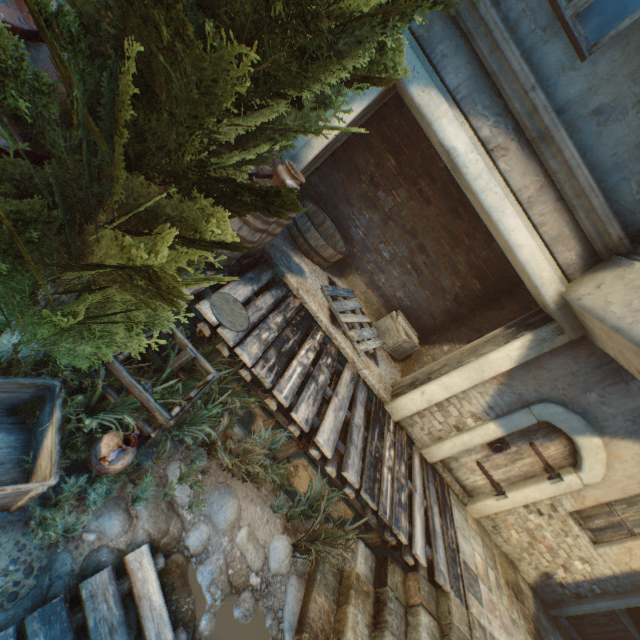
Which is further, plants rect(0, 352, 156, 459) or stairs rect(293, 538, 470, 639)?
stairs rect(293, 538, 470, 639)

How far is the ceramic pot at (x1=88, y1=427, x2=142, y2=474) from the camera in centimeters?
263cm

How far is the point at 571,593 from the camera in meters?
6.4

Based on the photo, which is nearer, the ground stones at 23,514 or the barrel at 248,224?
the ground stones at 23,514

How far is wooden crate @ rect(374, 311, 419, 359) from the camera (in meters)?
6.85

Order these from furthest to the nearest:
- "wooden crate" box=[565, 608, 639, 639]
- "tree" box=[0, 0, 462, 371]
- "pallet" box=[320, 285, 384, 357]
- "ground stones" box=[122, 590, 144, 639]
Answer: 1. "wooden crate" box=[565, 608, 639, 639]
2. "pallet" box=[320, 285, 384, 357]
3. "ground stones" box=[122, 590, 144, 639]
4. "tree" box=[0, 0, 462, 371]

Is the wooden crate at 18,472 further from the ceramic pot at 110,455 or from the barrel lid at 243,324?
the barrel lid at 243,324

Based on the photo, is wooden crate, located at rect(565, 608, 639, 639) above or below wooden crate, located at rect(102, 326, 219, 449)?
above
